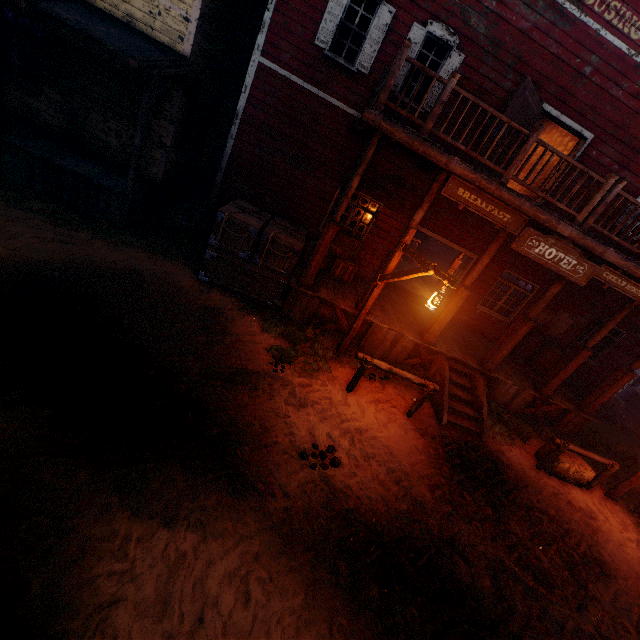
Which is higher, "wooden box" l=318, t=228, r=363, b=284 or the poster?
the poster

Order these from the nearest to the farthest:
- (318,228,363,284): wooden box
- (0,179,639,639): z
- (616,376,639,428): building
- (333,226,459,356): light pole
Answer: (0,179,639,639): z < (333,226,459,356): light pole < (318,228,363,284): wooden box < (616,376,639,428): building

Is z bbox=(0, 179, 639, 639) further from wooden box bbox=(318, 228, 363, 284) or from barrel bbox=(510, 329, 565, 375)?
barrel bbox=(510, 329, 565, 375)

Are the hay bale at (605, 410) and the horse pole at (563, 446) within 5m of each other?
no

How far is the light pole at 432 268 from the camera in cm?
573

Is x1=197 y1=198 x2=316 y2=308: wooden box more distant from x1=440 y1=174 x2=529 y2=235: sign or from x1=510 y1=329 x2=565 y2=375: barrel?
x1=510 y1=329 x2=565 y2=375: barrel

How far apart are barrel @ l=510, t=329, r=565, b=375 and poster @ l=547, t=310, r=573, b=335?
0.18m

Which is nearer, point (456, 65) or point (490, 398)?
point (456, 65)
